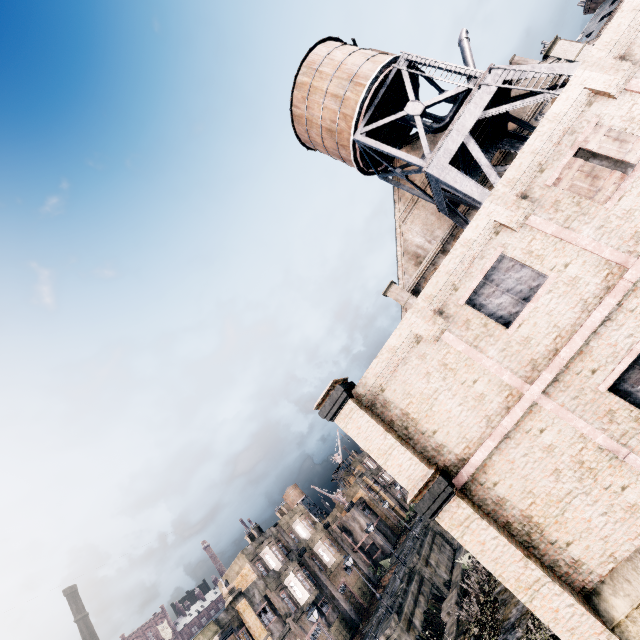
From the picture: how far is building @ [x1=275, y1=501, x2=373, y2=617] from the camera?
38.78m

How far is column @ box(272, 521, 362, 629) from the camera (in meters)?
35.59

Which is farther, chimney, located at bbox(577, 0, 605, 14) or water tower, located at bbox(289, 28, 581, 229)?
chimney, located at bbox(577, 0, 605, 14)

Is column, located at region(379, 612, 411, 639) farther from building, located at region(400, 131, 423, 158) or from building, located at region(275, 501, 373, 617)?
building, located at region(400, 131, 423, 158)

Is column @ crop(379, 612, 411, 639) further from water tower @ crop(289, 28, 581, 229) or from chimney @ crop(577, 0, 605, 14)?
chimney @ crop(577, 0, 605, 14)

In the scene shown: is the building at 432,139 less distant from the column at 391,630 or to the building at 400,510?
the column at 391,630

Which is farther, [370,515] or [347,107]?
[370,515]

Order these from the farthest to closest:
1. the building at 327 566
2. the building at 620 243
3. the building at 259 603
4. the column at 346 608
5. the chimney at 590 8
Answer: the chimney at 590 8
the building at 327 566
the column at 346 608
the building at 259 603
the building at 620 243
